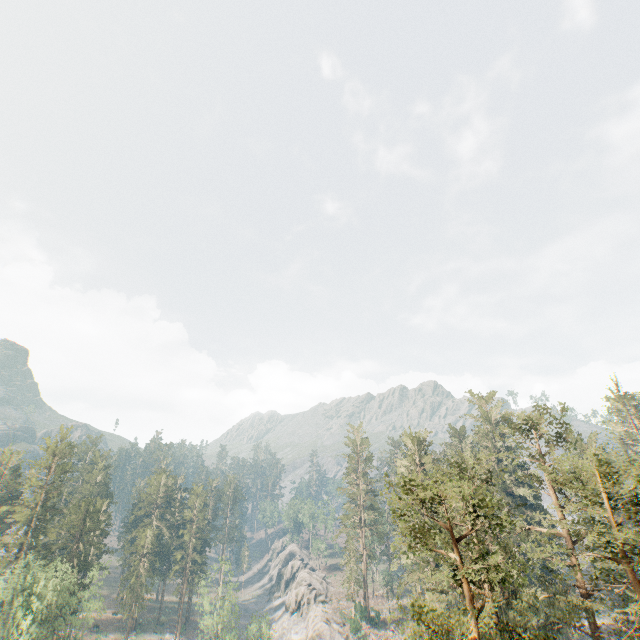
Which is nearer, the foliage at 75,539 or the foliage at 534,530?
the foliage at 534,530

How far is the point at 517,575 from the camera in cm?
1570

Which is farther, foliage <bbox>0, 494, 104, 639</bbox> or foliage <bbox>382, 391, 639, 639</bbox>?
foliage <bbox>0, 494, 104, 639</bbox>
